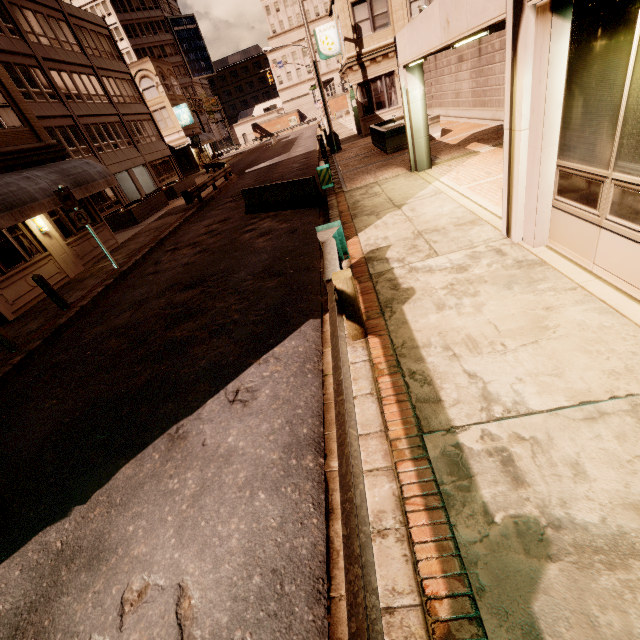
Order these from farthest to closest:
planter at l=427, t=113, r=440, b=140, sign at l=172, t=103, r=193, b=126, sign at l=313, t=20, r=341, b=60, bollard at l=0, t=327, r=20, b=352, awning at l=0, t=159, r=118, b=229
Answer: sign at l=172, t=103, r=193, b=126 → sign at l=313, t=20, r=341, b=60 → planter at l=427, t=113, r=440, b=140 → awning at l=0, t=159, r=118, b=229 → bollard at l=0, t=327, r=20, b=352

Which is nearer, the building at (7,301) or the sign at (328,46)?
the building at (7,301)

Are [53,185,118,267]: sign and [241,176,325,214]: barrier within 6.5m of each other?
yes

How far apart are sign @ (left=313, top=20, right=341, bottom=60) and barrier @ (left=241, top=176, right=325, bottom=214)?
16.4 meters

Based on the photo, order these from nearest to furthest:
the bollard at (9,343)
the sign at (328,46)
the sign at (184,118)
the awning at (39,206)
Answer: the bollard at (9,343)
the awning at (39,206)
the sign at (328,46)
the sign at (184,118)

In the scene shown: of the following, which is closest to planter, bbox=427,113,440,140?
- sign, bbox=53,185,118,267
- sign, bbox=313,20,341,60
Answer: sign, bbox=313,20,341,60

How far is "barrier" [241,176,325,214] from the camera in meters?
11.6 m

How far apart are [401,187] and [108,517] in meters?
10.3
